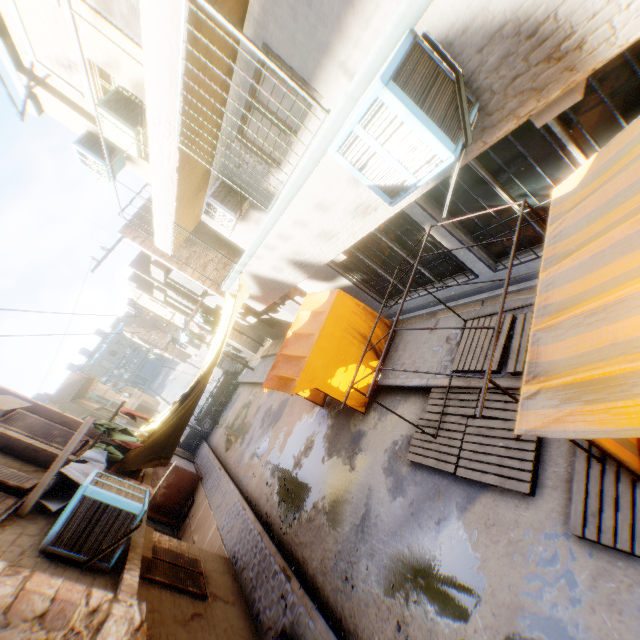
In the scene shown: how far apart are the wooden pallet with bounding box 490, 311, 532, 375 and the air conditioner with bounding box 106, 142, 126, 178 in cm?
929

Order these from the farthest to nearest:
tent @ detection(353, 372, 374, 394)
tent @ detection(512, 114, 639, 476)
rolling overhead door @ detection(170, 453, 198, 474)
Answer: rolling overhead door @ detection(170, 453, 198, 474)
tent @ detection(353, 372, 374, 394)
tent @ detection(512, 114, 639, 476)

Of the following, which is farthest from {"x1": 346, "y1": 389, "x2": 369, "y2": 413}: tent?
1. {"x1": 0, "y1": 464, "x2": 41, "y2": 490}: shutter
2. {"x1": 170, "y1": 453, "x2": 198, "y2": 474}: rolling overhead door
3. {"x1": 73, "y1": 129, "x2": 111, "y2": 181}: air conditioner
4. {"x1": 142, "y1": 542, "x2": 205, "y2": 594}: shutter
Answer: {"x1": 170, "y1": 453, "x2": 198, "y2": 474}: rolling overhead door

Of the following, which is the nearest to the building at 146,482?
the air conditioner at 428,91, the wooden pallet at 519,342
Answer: the air conditioner at 428,91

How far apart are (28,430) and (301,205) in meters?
7.2

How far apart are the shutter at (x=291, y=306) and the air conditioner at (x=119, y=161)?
6.9m

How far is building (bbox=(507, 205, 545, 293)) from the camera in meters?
5.2 m

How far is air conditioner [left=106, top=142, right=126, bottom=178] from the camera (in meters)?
8.08
